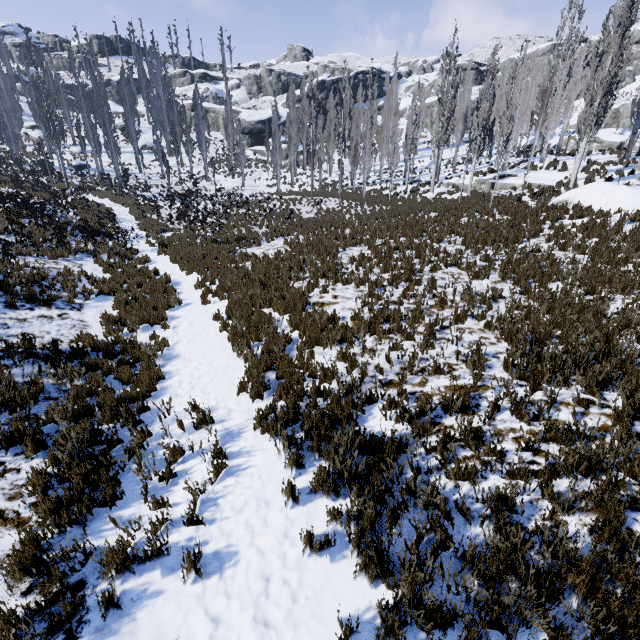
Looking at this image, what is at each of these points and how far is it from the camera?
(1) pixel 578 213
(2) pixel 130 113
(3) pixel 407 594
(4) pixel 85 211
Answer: (1) instancedfoliageactor, 12.3 meters
(2) instancedfoliageactor, 39.2 meters
(3) instancedfoliageactor, 3.1 meters
(4) instancedfoliageactor, 21.2 meters

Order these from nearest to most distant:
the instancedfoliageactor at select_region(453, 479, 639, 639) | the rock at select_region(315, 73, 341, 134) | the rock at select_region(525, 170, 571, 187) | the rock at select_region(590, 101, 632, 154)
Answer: the instancedfoliageactor at select_region(453, 479, 639, 639), the rock at select_region(525, 170, 571, 187), the rock at select_region(590, 101, 632, 154), the rock at select_region(315, 73, 341, 134)

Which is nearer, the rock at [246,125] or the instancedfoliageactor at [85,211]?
the instancedfoliageactor at [85,211]

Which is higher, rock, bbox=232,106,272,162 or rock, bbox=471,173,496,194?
rock, bbox=232,106,272,162

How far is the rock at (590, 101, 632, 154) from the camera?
31.0m

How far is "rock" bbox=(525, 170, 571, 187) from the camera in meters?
19.1 m

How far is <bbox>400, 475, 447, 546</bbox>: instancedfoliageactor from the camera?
3.5 meters

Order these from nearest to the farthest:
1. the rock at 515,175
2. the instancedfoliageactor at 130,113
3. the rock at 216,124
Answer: the rock at 515,175 → the instancedfoliageactor at 130,113 → the rock at 216,124
